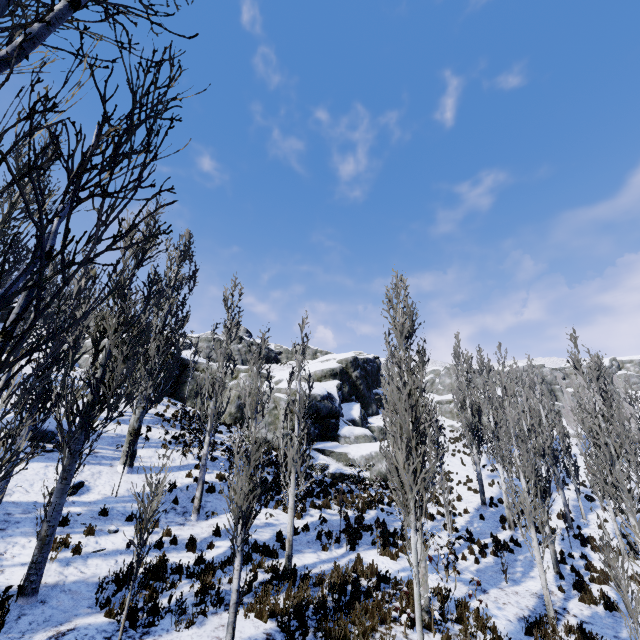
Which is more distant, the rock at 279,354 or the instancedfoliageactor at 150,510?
the rock at 279,354

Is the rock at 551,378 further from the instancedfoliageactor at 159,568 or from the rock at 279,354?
the rock at 279,354

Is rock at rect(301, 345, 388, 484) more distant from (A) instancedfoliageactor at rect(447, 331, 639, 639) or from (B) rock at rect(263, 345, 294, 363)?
(B) rock at rect(263, 345, 294, 363)

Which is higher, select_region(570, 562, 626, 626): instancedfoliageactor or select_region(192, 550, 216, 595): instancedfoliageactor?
select_region(192, 550, 216, 595): instancedfoliageactor

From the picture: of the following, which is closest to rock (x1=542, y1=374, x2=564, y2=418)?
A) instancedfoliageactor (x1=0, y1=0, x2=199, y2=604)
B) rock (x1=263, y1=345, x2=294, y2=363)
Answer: instancedfoliageactor (x1=0, y1=0, x2=199, y2=604)

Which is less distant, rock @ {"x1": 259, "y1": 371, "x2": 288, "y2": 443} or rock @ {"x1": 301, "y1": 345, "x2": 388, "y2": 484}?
rock @ {"x1": 301, "y1": 345, "x2": 388, "y2": 484}

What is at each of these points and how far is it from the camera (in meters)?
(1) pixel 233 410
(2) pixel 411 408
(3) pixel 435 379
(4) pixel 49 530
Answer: (1) rock, 25.48
(2) instancedfoliageactor, 7.43
(3) rock, 57.53
(4) instancedfoliageactor, 7.10
